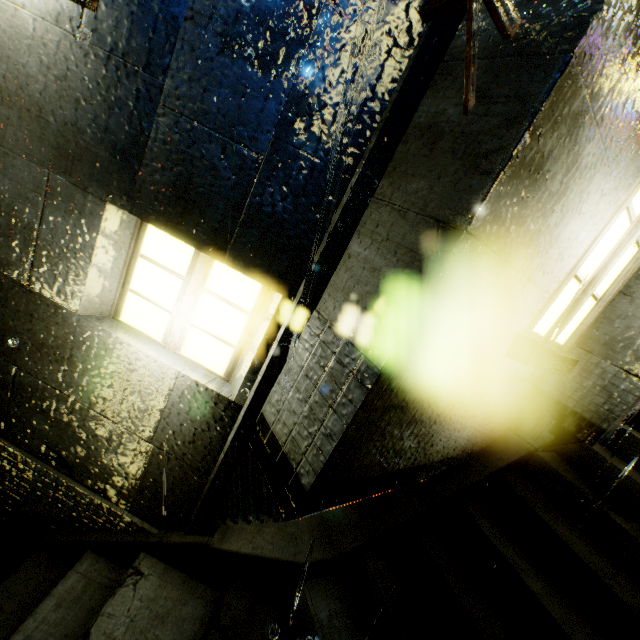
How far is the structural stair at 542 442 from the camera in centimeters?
410cm

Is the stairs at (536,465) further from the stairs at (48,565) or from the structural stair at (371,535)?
the stairs at (48,565)

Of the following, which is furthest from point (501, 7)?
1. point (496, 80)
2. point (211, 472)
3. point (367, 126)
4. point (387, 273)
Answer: point (211, 472)

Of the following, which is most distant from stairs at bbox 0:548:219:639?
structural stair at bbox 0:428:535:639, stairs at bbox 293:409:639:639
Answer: stairs at bbox 293:409:639:639

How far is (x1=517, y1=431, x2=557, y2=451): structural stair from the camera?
4.10m

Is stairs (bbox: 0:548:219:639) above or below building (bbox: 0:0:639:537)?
below

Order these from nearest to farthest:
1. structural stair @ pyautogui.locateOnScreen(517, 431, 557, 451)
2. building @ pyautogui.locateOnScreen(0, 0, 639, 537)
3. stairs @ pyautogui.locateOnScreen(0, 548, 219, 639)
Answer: building @ pyautogui.locateOnScreen(0, 0, 639, 537) < stairs @ pyautogui.locateOnScreen(0, 548, 219, 639) < structural stair @ pyautogui.locateOnScreen(517, 431, 557, 451)

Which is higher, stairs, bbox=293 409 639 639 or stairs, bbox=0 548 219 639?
stairs, bbox=293 409 639 639
